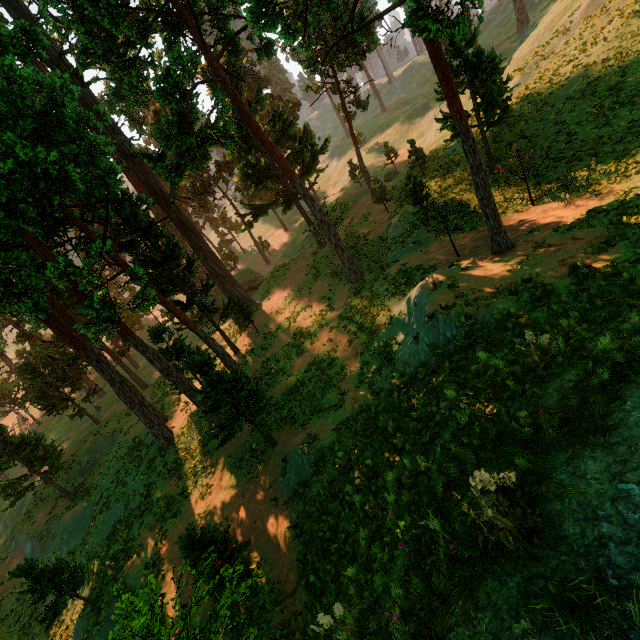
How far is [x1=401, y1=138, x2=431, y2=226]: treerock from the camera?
21.08m

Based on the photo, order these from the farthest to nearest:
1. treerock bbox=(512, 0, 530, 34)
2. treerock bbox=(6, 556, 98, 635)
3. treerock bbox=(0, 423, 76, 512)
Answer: treerock bbox=(512, 0, 530, 34) < treerock bbox=(0, 423, 76, 512) < treerock bbox=(6, 556, 98, 635)

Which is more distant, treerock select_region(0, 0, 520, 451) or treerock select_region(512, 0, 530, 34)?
treerock select_region(512, 0, 530, 34)

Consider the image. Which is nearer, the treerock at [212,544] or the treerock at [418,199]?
the treerock at [212,544]

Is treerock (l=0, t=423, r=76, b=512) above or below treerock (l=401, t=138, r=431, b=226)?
below

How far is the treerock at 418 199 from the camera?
21.08m

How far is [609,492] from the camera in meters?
2.8 m
